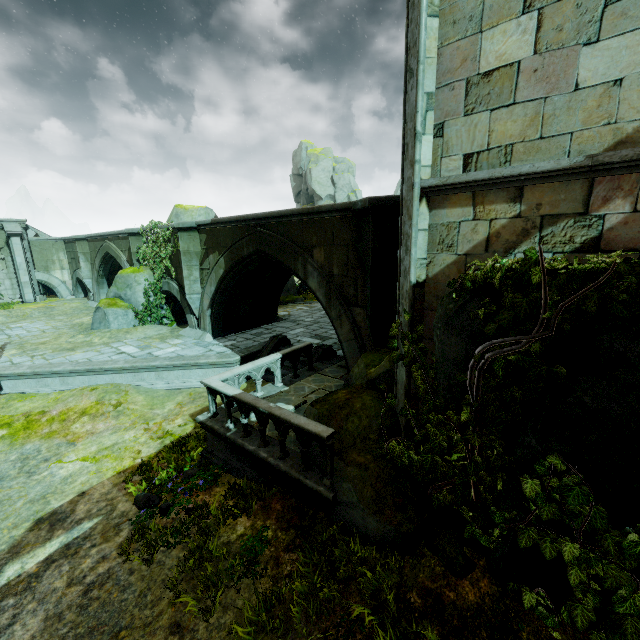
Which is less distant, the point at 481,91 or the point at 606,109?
the point at 606,109

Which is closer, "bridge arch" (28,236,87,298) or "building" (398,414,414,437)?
"building" (398,414,414,437)

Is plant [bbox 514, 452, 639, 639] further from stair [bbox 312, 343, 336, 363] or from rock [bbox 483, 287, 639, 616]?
stair [bbox 312, 343, 336, 363]

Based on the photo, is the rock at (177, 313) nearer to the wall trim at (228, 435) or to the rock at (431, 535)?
the wall trim at (228, 435)

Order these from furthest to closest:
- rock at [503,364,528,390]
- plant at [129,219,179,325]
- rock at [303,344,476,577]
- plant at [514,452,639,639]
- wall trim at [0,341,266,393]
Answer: plant at [129,219,179,325]
wall trim at [0,341,266,393]
rock at [303,344,476,577]
rock at [503,364,528,390]
plant at [514,452,639,639]

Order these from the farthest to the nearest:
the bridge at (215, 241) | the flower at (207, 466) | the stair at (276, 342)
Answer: the stair at (276, 342) < the bridge at (215, 241) < the flower at (207, 466)

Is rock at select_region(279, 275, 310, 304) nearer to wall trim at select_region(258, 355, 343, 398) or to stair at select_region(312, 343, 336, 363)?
wall trim at select_region(258, 355, 343, 398)

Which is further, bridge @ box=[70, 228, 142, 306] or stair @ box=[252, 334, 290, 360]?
bridge @ box=[70, 228, 142, 306]
